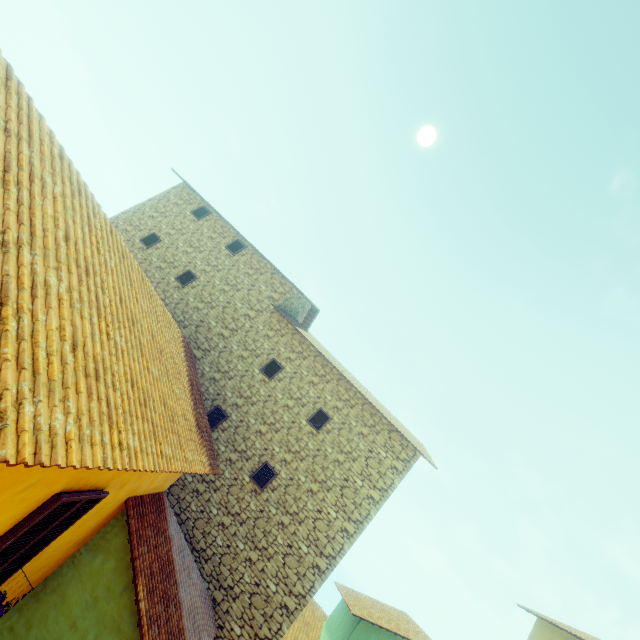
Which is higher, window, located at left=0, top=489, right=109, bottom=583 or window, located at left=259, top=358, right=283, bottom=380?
window, located at left=259, top=358, right=283, bottom=380

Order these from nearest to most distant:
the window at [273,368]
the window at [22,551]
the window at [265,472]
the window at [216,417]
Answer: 1. the window at [22,551]
2. the window at [265,472]
3. the window at [216,417]
4. the window at [273,368]

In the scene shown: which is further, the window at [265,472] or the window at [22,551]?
the window at [265,472]

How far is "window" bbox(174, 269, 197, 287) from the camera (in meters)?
12.89

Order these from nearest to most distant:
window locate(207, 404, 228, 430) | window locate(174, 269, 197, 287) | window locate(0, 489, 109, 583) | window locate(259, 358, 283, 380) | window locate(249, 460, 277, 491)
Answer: window locate(0, 489, 109, 583) → window locate(249, 460, 277, 491) → window locate(207, 404, 228, 430) → window locate(259, 358, 283, 380) → window locate(174, 269, 197, 287)

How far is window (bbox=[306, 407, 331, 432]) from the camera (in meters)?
11.12

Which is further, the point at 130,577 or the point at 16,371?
the point at 130,577
